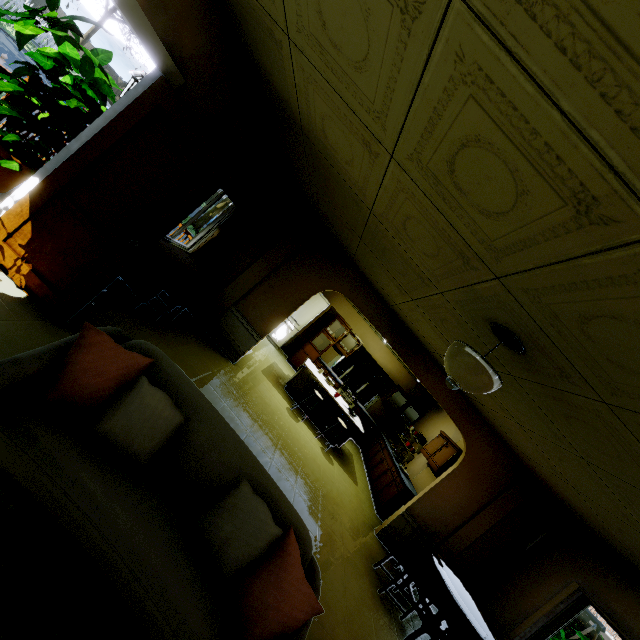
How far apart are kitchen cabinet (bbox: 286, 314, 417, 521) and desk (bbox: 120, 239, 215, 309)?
5.1 meters

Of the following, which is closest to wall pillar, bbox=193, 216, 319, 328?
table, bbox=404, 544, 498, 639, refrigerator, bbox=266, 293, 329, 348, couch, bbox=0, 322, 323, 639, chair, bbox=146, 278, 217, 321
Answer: chair, bbox=146, 278, 217, 321

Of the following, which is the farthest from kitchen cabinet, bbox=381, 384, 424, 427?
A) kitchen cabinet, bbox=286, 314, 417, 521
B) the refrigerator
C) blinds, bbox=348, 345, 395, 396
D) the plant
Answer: the plant

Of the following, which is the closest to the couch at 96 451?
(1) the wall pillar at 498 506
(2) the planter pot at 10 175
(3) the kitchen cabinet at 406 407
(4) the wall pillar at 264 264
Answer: (2) the planter pot at 10 175

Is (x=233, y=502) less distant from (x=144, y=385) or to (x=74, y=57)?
(x=144, y=385)

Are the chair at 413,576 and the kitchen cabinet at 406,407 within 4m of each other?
no

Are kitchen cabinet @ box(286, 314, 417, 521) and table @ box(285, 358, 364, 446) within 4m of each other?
yes

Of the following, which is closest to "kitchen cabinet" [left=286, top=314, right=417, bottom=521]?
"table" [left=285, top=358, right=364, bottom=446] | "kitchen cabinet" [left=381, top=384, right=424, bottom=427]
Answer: "kitchen cabinet" [left=381, top=384, right=424, bottom=427]
